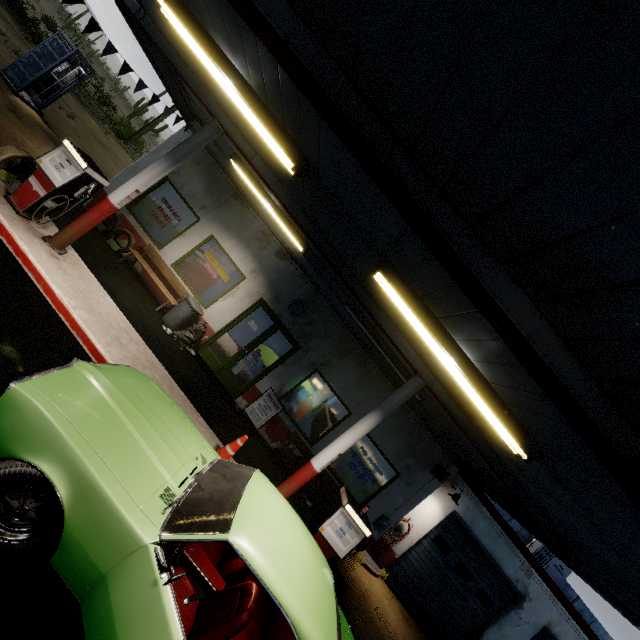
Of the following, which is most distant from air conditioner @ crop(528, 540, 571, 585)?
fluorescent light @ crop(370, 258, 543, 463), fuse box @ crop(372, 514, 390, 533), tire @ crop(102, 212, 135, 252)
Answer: tire @ crop(102, 212, 135, 252)

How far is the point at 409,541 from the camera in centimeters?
1030cm

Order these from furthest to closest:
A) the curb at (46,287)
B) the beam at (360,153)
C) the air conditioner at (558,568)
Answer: the air conditioner at (558,568) < the curb at (46,287) < the beam at (360,153)

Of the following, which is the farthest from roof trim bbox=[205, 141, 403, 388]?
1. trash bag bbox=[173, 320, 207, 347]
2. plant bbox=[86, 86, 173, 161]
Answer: plant bbox=[86, 86, 173, 161]

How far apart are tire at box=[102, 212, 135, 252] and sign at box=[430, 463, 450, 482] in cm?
1098

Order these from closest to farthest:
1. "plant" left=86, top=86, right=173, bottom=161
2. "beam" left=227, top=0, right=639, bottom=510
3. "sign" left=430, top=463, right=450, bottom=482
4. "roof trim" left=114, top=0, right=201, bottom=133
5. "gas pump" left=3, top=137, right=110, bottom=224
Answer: "beam" left=227, top=0, right=639, bottom=510 → "gas pump" left=3, top=137, right=110, bottom=224 → "roof trim" left=114, top=0, right=201, bottom=133 → "sign" left=430, top=463, right=450, bottom=482 → "plant" left=86, top=86, right=173, bottom=161

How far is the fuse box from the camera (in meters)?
9.29

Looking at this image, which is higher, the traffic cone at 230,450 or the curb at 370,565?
Result: the traffic cone at 230,450
